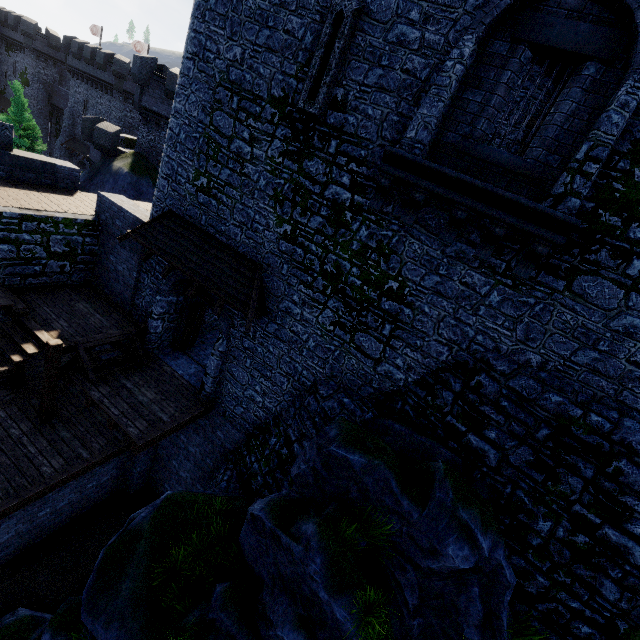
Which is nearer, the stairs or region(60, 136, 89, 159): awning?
the stairs

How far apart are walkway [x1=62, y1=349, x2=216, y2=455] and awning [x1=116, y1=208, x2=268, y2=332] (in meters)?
3.64

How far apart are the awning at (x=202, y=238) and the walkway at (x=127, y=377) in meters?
3.6 m

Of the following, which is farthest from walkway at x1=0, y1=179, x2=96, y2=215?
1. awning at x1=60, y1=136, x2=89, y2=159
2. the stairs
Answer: awning at x1=60, y1=136, x2=89, y2=159

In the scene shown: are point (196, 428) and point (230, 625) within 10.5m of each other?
yes

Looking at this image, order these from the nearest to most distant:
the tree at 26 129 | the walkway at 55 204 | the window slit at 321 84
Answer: the window slit at 321 84 → the walkway at 55 204 → the tree at 26 129

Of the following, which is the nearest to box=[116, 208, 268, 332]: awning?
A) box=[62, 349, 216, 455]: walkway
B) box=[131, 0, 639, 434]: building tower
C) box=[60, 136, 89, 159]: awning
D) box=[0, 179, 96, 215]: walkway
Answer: box=[131, 0, 639, 434]: building tower

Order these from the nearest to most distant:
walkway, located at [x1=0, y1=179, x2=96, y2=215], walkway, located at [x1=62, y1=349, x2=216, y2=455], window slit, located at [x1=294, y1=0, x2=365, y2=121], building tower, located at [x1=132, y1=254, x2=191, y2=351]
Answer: window slit, located at [x1=294, y1=0, x2=365, y2=121] < walkway, located at [x1=62, y1=349, x2=216, y2=455] < walkway, located at [x1=0, y1=179, x2=96, y2=215] < building tower, located at [x1=132, y1=254, x2=191, y2=351]
